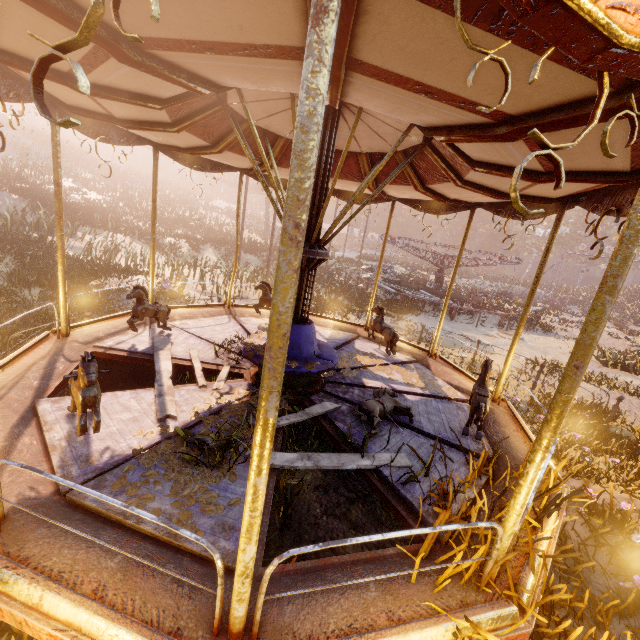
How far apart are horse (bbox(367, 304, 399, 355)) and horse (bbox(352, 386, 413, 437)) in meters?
2.1 m

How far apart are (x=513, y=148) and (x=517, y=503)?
2.89m

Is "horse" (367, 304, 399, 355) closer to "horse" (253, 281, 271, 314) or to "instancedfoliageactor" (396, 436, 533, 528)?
"horse" (253, 281, 271, 314)

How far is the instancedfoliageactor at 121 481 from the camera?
2.79m

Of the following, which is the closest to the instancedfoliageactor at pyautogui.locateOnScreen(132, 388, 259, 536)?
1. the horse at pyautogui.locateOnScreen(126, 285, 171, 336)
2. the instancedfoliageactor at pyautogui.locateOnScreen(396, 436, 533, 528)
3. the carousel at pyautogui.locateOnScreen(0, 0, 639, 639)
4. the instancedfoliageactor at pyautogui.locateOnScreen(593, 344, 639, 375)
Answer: the carousel at pyautogui.locateOnScreen(0, 0, 639, 639)

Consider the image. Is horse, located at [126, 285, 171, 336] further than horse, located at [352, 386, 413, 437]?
Yes

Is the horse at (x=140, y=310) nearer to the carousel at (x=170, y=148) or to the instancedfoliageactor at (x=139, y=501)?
the carousel at (x=170, y=148)

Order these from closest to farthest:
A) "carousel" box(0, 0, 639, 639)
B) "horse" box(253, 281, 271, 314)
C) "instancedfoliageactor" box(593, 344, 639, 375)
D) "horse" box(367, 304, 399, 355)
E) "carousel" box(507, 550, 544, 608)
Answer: "carousel" box(0, 0, 639, 639) < "carousel" box(507, 550, 544, 608) < "horse" box(367, 304, 399, 355) < "horse" box(253, 281, 271, 314) < "instancedfoliageactor" box(593, 344, 639, 375)
